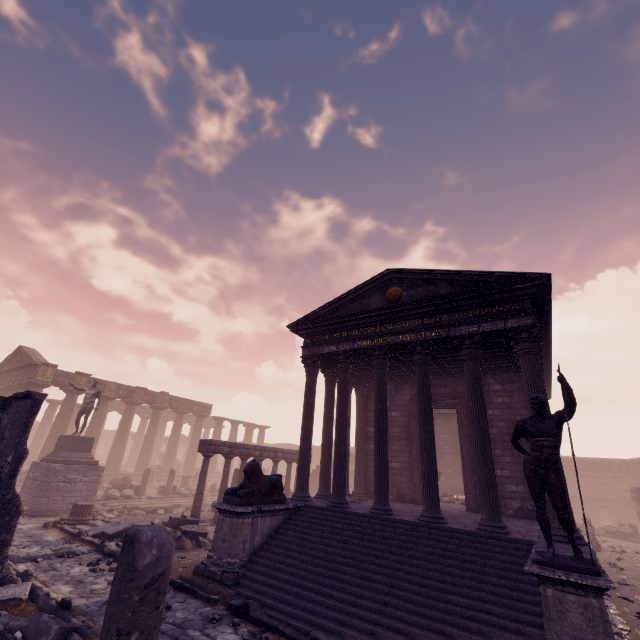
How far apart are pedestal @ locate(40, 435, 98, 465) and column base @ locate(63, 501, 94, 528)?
3.09m

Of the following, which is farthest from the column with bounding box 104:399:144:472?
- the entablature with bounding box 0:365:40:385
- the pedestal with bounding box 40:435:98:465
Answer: the pedestal with bounding box 40:435:98:465

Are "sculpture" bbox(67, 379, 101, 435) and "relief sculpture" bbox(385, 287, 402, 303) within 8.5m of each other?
no

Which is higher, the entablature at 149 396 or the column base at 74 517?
the entablature at 149 396

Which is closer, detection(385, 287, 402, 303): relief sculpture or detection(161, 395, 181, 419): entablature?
detection(385, 287, 402, 303): relief sculpture

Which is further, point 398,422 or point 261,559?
point 398,422

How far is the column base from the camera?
11.9m

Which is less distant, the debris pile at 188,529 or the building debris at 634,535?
the debris pile at 188,529
